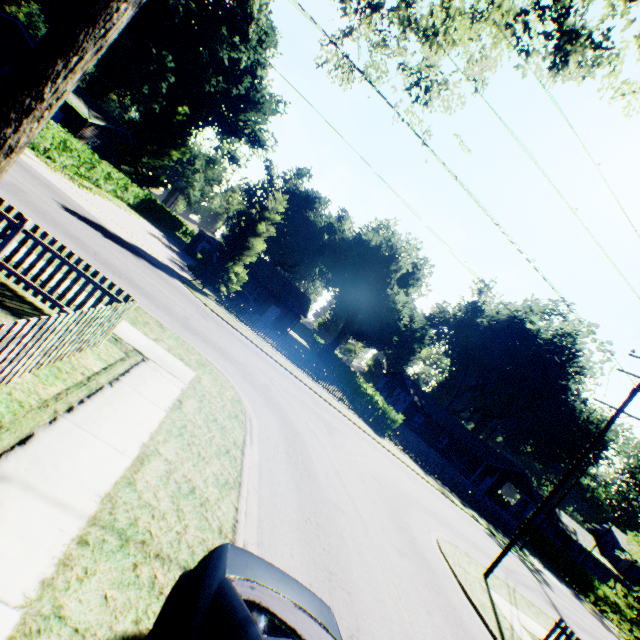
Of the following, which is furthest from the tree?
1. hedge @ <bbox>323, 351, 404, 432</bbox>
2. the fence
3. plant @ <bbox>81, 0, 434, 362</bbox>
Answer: hedge @ <bbox>323, 351, 404, 432</bbox>

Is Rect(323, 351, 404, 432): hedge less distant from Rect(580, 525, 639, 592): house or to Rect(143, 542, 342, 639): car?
Rect(143, 542, 342, 639): car

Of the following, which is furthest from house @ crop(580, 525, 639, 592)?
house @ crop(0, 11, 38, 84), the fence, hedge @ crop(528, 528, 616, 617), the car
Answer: house @ crop(0, 11, 38, 84)

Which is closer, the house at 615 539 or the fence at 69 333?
the fence at 69 333

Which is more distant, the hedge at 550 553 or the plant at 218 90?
the plant at 218 90

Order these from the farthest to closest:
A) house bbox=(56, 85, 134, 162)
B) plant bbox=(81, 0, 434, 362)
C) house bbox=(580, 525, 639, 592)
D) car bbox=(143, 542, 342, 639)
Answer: house bbox=(580, 525, 639, 592), plant bbox=(81, 0, 434, 362), house bbox=(56, 85, 134, 162), car bbox=(143, 542, 342, 639)

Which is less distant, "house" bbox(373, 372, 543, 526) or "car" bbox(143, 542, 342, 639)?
"car" bbox(143, 542, 342, 639)

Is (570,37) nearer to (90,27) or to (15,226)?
(90,27)
